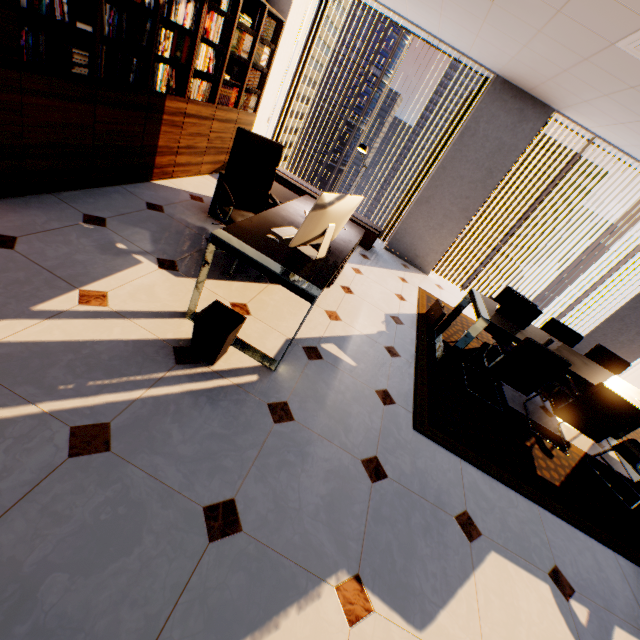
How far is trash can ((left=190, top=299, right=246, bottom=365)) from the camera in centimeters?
204cm

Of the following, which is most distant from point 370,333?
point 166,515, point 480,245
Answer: point 480,245

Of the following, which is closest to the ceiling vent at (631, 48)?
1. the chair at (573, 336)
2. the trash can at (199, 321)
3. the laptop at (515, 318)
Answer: the laptop at (515, 318)

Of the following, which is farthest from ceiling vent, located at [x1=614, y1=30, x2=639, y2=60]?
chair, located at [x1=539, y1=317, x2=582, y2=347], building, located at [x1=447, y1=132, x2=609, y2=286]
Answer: building, located at [x1=447, y1=132, x2=609, y2=286]

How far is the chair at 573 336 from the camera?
4.25m

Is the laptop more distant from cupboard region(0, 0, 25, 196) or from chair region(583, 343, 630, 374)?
cupboard region(0, 0, 25, 196)

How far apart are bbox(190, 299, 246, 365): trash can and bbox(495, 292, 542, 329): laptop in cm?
290

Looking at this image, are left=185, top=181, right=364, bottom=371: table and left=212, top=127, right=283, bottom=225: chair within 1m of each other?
yes
